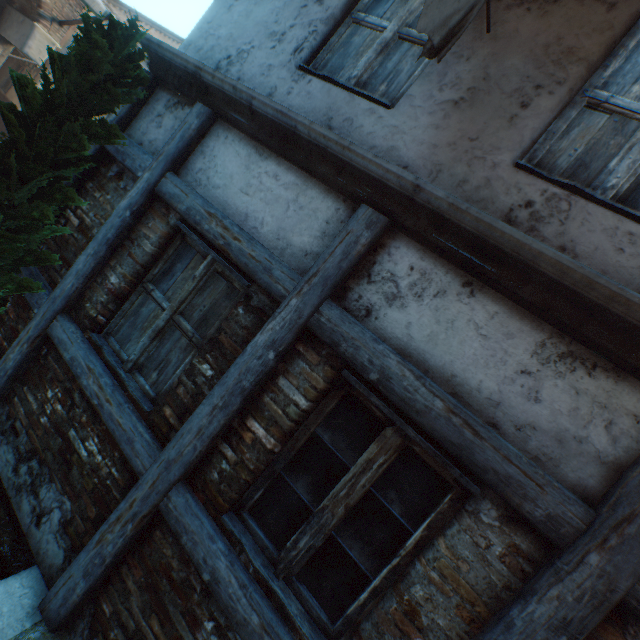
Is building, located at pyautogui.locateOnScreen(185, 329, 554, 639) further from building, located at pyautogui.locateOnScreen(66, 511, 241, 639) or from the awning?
the awning

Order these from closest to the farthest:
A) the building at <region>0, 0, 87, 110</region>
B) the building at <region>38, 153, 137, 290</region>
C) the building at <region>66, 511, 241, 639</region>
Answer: the building at <region>66, 511, 241, 639</region>, the building at <region>38, 153, 137, 290</region>, the building at <region>0, 0, 87, 110</region>

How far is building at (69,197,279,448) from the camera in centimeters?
242cm

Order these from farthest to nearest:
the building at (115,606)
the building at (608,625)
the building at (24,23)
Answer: the building at (24,23) < the building at (115,606) < the building at (608,625)

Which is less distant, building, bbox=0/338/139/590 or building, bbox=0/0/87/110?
building, bbox=0/338/139/590

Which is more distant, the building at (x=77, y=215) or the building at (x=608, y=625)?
the building at (x=77, y=215)

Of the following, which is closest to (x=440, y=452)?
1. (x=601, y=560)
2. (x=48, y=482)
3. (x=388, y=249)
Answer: (x=601, y=560)
